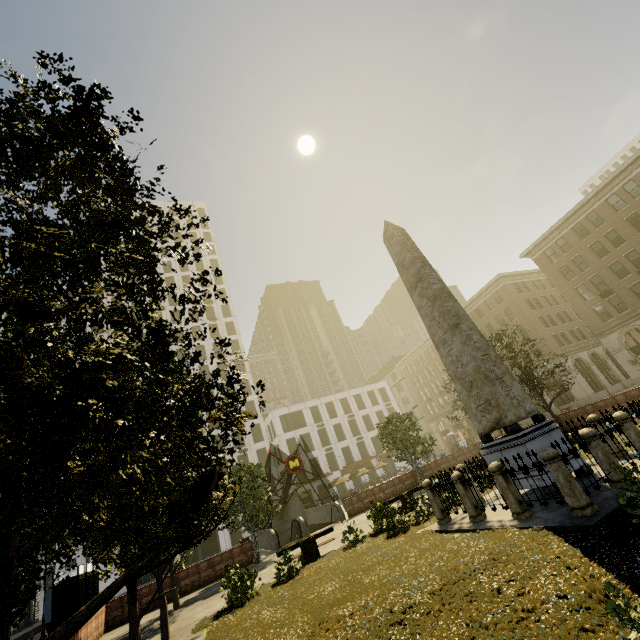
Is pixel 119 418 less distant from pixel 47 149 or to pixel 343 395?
pixel 47 149

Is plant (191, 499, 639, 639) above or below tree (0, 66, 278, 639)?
below

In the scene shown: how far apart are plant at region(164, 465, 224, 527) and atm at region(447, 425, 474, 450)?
60.9 meters

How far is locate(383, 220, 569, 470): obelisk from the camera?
10.2m

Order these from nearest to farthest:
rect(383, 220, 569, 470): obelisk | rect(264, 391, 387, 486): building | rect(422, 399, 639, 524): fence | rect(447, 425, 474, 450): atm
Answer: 1. rect(422, 399, 639, 524): fence
2. rect(383, 220, 569, 470): obelisk
3. rect(264, 391, 387, 486): building
4. rect(447, 425, 474, 450): atm

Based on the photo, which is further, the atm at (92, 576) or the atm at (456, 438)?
the atm at (456, 438)

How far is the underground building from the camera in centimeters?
2309cm

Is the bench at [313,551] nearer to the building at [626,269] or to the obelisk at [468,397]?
the obelisk at [468,397]
